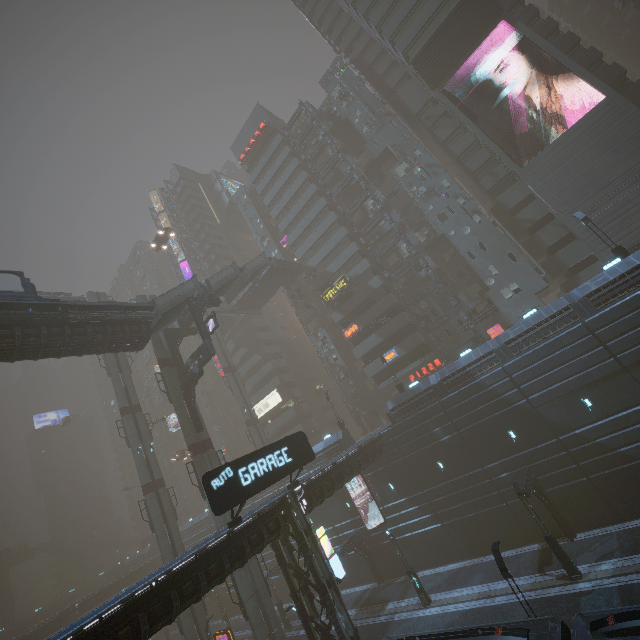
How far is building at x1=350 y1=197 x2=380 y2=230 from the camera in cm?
4538

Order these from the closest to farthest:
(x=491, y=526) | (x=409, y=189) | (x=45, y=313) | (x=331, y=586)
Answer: (x=331, y=586) → (x=45, y=313) → (x=491, y=526) → (x=409, y=189)

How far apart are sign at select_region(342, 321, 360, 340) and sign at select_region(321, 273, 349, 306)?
4.3m

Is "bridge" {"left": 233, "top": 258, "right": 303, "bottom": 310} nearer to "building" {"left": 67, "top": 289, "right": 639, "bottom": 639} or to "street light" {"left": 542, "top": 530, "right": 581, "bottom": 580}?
"building" {"left": 67, "top": 289, "right": 639, "bottom": 639}

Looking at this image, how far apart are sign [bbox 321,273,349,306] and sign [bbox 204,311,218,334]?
20.0m

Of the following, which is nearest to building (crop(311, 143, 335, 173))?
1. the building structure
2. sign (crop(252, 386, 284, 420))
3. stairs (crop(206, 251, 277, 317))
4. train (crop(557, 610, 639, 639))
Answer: sign (crop(252, 386, 284, 420))

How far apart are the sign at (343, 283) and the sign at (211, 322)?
19.98m

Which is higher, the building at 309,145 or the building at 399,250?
the building at 309,145
